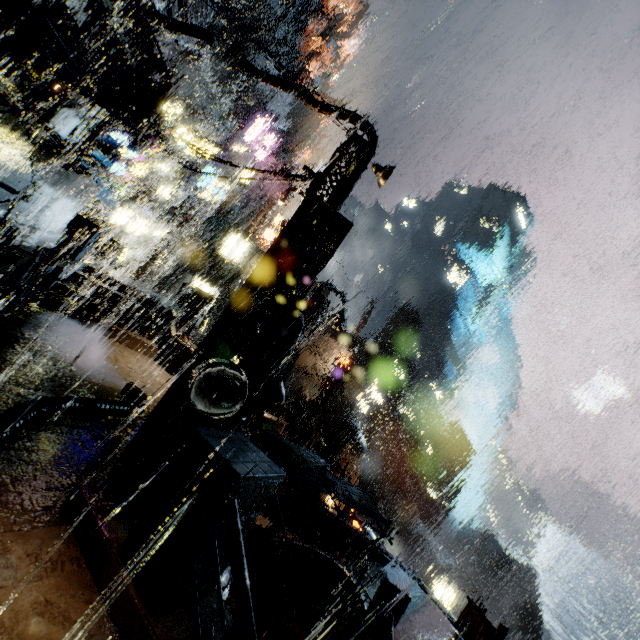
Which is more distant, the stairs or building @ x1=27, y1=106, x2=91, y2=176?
building @ x1=27, y1=106, x2=91, y2=176

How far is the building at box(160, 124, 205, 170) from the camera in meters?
31.8 m

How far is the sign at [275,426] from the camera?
17.5 meters

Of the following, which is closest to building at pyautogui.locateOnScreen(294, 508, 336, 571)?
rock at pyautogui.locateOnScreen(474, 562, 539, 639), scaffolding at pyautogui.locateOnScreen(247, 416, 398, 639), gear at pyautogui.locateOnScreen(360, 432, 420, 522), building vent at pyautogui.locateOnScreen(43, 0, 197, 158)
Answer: building vent at pyautogui.locateOnScreen(43, 0, 197, 158)

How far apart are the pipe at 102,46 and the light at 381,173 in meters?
8.8

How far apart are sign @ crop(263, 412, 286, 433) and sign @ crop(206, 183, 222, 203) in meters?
19.8

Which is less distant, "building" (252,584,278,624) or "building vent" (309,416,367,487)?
"building" (252,584,278,624)

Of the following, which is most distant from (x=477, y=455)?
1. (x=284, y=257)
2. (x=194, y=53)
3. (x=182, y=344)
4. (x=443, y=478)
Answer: (x=194, y=53)
